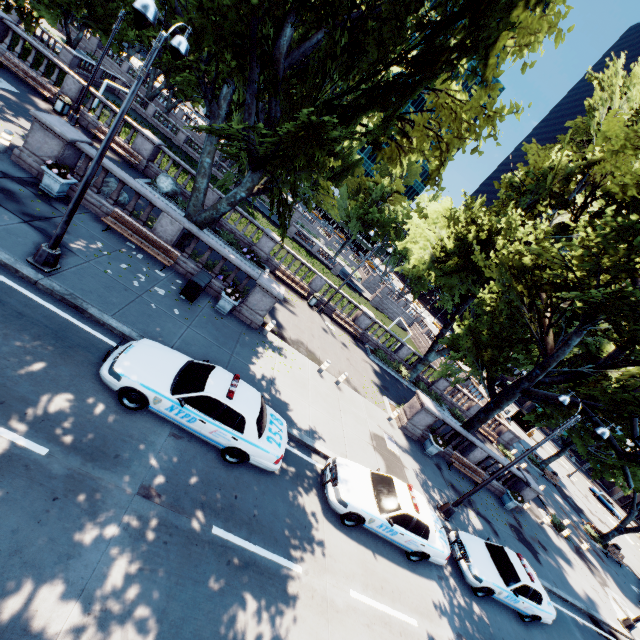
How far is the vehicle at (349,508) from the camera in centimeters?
988cm

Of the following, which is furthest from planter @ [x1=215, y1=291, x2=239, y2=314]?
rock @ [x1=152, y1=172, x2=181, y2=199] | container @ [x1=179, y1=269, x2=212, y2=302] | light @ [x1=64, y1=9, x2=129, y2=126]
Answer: light @ [x1=64, y1=9, x2=129, y2=126]

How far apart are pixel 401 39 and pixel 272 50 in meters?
4.8 m

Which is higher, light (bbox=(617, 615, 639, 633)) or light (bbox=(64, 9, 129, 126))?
light (bbox=(617, 615, 639, 633))

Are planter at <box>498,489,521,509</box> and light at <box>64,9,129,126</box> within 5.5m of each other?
no

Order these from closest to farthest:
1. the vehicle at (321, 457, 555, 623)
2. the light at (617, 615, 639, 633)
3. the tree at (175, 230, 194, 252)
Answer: the vehicle at (321, 457, 555, 623), the tree at (175, 230, 194, 252), the light at (617, 615, 639, 633)

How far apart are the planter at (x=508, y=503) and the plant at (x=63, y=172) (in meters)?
28.04

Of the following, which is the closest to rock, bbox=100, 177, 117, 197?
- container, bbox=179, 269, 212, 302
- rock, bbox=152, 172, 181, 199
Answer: container, bbox=179, 269, 212, 302
